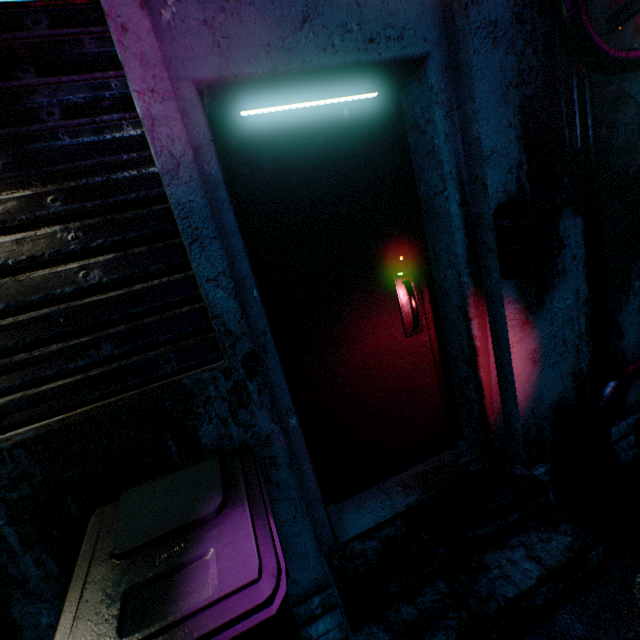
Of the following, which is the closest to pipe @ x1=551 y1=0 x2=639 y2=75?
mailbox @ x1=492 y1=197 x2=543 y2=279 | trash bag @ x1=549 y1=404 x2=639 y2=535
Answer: trash bag @ x1=549 y1=404 x2=639 y2=535

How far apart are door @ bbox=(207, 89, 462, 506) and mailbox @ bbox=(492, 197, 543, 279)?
0.39m

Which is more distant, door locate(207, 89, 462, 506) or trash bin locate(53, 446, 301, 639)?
door locate(207, 89, 462, 506)

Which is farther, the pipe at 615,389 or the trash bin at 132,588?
the pipe at 615,389

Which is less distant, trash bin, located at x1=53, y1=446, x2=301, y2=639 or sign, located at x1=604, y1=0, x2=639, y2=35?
trash bin, located at x1=53, y1=446, x2=301, y2=639

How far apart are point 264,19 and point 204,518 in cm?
173

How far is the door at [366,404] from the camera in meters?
1.5 m

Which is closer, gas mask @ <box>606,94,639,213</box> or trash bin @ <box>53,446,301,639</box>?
trash bin @ <box>53,446,301,639</box>
